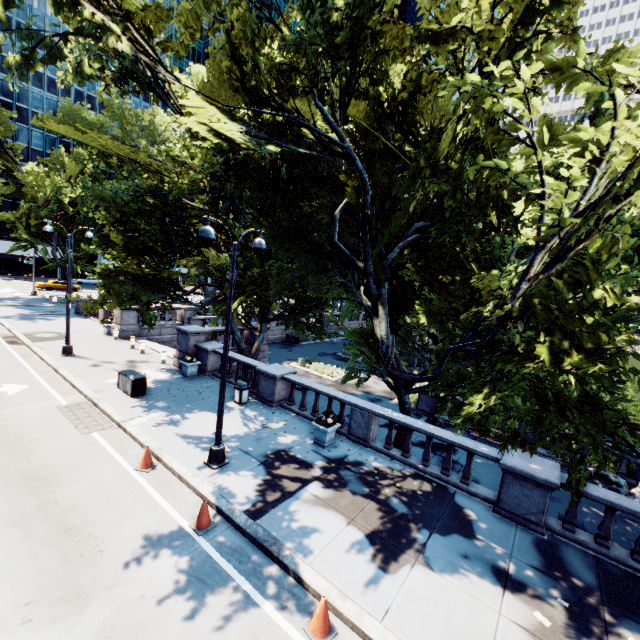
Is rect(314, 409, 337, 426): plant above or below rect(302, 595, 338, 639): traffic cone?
above

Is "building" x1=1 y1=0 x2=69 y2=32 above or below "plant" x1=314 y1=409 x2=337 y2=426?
above

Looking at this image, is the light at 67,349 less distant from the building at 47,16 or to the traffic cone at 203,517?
the traffic cone at 203,517

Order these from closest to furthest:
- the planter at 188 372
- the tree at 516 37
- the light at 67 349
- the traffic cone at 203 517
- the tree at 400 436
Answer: the tree at 516 37, the traffic cone at 203 517, the tree at 400 436, the planter at 188 372, the light at 67 349

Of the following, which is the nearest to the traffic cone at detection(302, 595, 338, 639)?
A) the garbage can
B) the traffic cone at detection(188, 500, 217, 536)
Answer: the traffic cone at detection(188, 500, 217, 536)

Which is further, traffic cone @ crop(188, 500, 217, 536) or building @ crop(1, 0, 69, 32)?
building @ crop(1, 0, 69, 32)

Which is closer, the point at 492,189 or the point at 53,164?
the point at 492,189

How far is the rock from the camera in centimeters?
1406cm
